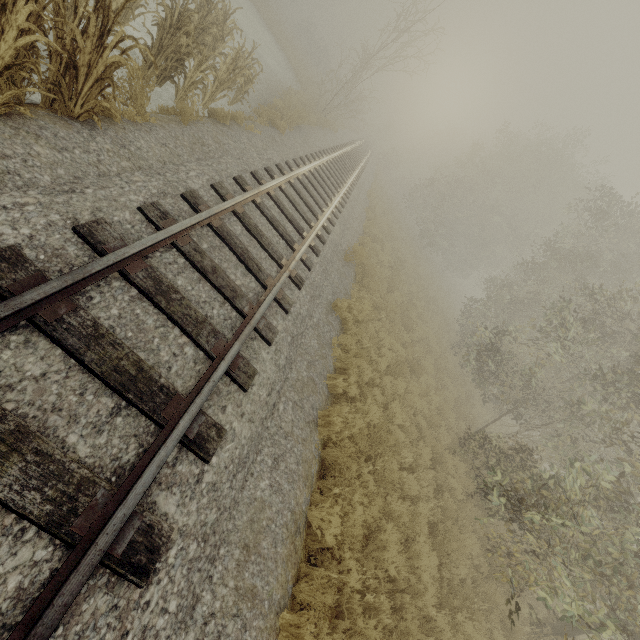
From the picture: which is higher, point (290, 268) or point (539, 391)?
point (539, 391)

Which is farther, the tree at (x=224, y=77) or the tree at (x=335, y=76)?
the tree at (x=335, y=76)

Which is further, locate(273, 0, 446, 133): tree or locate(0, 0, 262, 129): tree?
locate(273, 0, 446, 133): tree
